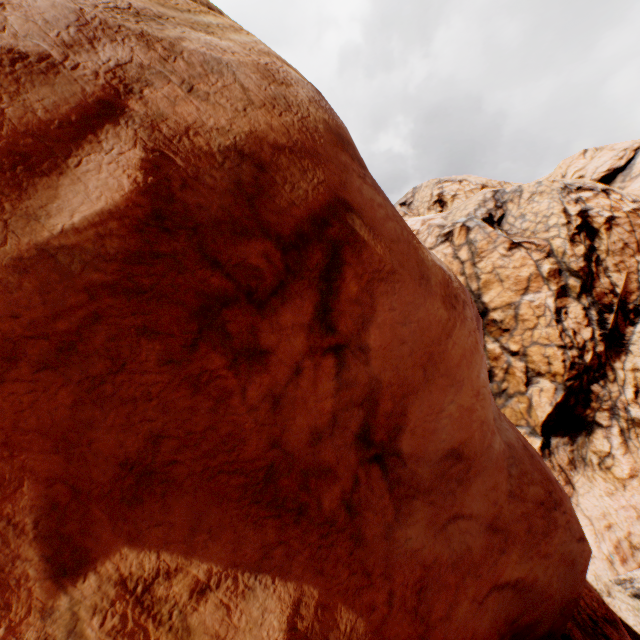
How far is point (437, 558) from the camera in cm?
398
